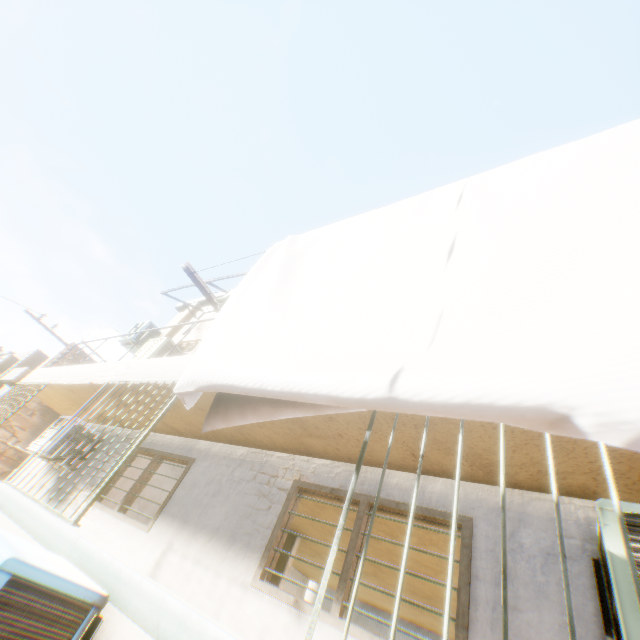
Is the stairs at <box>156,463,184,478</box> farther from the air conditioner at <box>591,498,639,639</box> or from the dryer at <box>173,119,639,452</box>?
the dryer at <box>173,119,639,452</box>

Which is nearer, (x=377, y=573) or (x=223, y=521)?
(x=223, y=521)

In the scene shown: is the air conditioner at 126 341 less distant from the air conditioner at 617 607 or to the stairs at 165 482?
the air conditioner at 617 607

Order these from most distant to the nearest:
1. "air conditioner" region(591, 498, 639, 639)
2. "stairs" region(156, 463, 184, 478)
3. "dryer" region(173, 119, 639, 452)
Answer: "stairs" region(156, 463, 184, 478) < "air conditioner" region(591, 498, 639, 639) < "dryer" region(173, 119, 639, 452)

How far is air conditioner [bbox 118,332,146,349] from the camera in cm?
930

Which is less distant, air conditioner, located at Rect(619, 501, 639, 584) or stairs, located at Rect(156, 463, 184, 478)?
air conditioner, located at Rect(619, 501, 639, 584)

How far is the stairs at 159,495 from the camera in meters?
7.1

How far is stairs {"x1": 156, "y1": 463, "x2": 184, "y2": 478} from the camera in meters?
7.5
